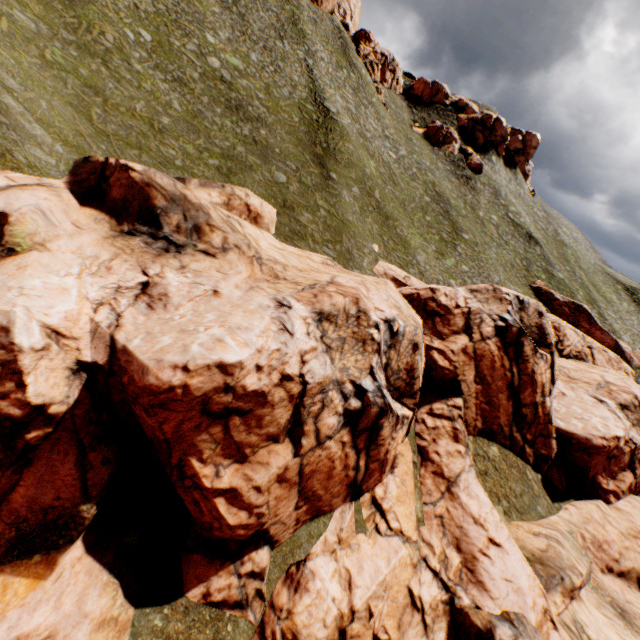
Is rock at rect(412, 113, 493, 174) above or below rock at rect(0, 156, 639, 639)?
above

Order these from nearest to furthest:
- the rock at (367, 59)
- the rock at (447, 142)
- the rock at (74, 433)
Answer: the rock at (74, 433) < the rock at (367, 59) < the rock at (447, 142)

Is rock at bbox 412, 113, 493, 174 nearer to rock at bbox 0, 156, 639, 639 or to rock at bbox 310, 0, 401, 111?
rock at bbox 310, 0, 401, 111

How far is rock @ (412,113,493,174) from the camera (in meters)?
55.41

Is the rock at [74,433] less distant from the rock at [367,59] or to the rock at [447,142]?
the rock at [447,142]

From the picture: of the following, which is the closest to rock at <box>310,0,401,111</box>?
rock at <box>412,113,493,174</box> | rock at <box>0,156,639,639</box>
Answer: rock at <box>412,113,493,174</box>

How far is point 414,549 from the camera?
15.53m

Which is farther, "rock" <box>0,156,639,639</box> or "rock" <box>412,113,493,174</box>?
"rock" <box>412,113,493,174</box>
